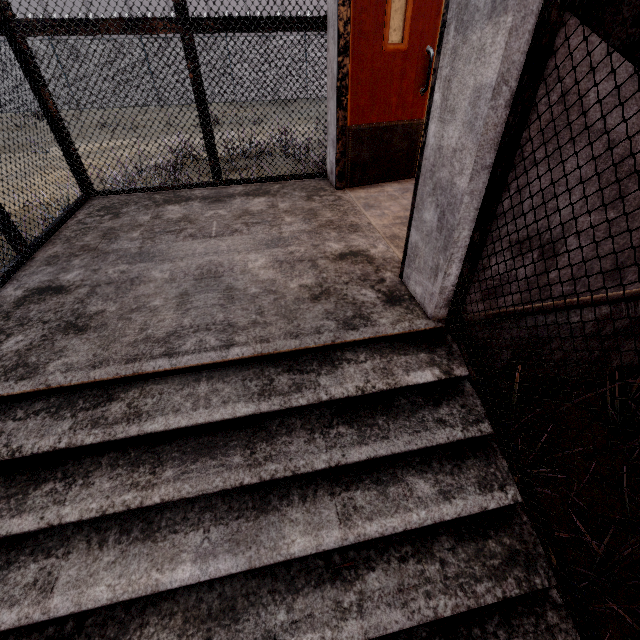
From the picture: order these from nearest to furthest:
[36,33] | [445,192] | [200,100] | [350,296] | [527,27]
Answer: [527,27], [445,192], [350,296], [36,33], [200,100]
